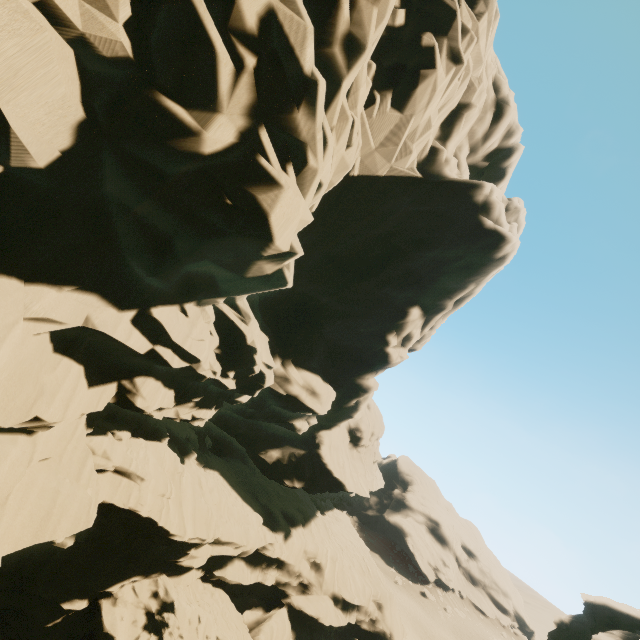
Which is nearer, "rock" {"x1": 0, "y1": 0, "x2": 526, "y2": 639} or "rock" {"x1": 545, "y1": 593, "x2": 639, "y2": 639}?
"rock" {"x1": 0, "y1": 0, "x2": 526, "y2": 639}

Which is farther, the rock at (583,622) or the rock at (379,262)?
the rock at (583,622)

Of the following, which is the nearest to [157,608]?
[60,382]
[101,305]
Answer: [60,382]
